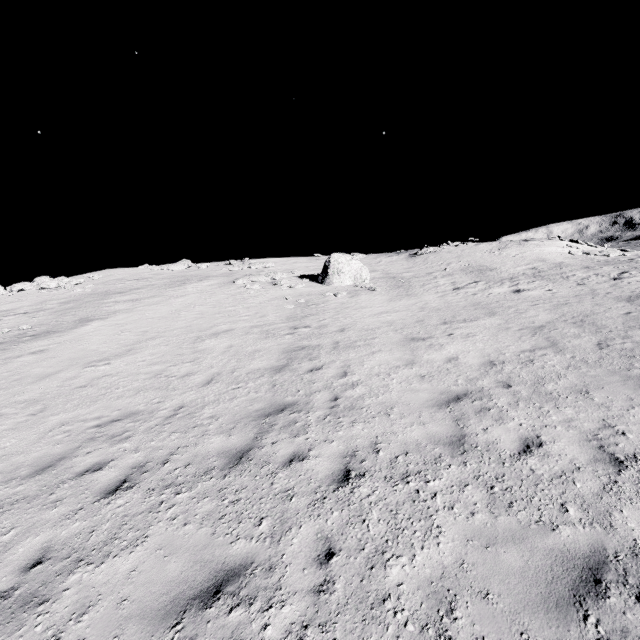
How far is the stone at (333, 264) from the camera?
21.6m

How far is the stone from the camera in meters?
21.6

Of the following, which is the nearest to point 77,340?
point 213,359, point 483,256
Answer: point 213,359
